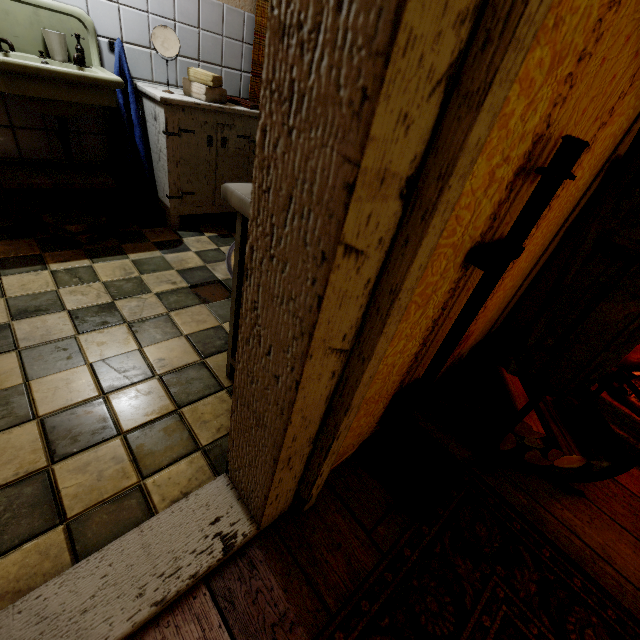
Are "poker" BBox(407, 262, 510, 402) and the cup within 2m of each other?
no

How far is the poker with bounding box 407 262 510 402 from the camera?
0.9m

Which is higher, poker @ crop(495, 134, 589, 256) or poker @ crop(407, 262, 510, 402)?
poker @ crop(495, 134, 589, 256)

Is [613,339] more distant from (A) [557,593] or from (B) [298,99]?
(B) [298,99]

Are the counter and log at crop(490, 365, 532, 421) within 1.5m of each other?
yes

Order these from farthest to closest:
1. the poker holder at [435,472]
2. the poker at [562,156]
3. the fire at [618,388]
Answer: the fire at [618,388], the poker holder at [435,472], the poker at [562,156]

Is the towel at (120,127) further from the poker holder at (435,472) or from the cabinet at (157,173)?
the poker holder at (435,472)
